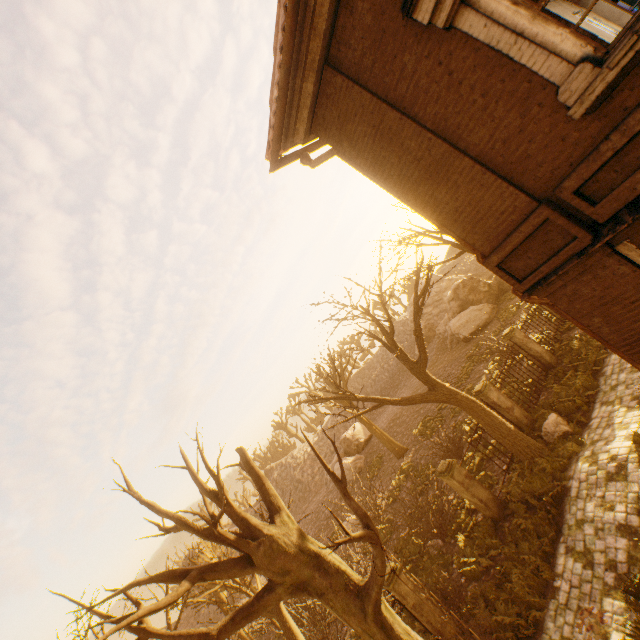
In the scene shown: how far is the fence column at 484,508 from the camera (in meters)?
11.16

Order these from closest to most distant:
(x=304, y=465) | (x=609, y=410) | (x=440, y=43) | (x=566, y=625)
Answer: (x=440, y=43), (x=566, y=625), (x=609, y=410), (x=304, y=465)

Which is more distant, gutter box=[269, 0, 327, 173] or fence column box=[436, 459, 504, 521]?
fence column box=[436, 459, 504, 521]

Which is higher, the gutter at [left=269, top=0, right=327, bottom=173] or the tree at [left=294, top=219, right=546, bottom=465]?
the gutter at [left=269, top=0, right=327, bottom=173]

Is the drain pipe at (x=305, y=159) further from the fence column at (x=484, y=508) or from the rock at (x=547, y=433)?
the rock at (x=547, y=433)

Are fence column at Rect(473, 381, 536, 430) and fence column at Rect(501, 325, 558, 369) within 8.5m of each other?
yes

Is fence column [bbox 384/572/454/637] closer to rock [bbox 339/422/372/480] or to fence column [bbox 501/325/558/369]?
fence column [bbox 501/325/558/369]

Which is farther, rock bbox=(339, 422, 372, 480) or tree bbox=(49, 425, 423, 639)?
rock bbox=(339, 422, 372, 480)
